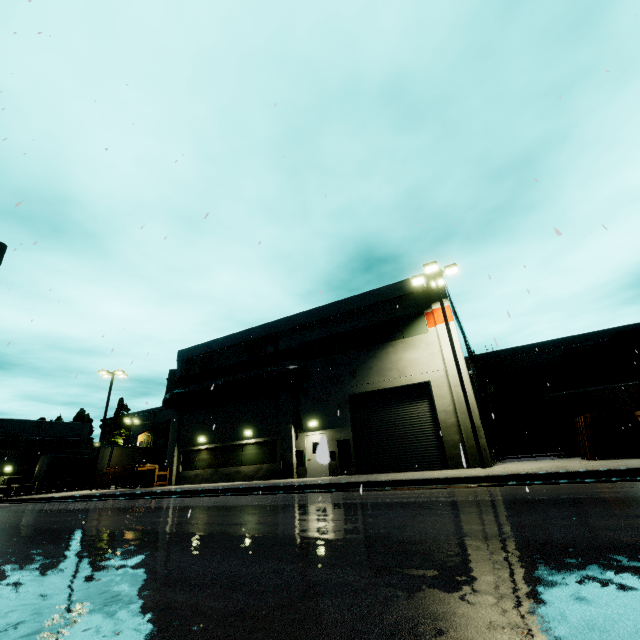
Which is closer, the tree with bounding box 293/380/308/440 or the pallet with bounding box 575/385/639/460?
the pallet with bounding box 575/385/639/460

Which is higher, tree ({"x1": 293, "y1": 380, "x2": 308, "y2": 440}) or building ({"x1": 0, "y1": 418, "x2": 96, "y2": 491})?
tree ({"x1": 293, "y1": 380, "x2": 308, "y2": 440})

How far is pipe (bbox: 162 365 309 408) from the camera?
21.39m

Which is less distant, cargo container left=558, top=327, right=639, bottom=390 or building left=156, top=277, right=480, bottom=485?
building left=156, top=277, right=480, bottom=485

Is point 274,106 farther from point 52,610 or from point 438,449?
point 438,449

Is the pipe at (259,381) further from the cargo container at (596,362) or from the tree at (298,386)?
the cargo container at (596,362)

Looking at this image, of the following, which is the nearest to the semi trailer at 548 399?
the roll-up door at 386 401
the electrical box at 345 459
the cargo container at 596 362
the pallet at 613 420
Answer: the cargo container at 596 362

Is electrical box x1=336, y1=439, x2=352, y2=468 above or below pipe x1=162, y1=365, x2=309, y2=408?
below
